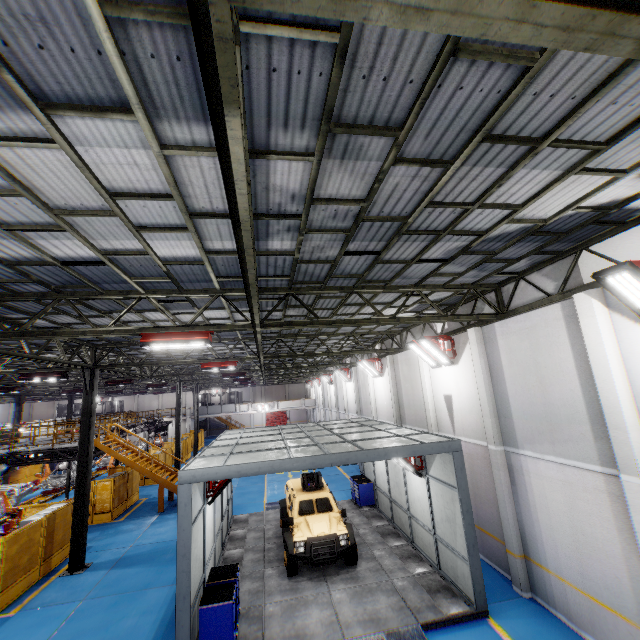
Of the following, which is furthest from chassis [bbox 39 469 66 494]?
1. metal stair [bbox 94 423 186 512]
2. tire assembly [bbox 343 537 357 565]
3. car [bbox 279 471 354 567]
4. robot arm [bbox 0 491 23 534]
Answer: tire assembly [bbox 343 537 357 565]

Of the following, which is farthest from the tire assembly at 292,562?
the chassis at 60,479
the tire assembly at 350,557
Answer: the chassis at 60,479

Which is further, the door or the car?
the door

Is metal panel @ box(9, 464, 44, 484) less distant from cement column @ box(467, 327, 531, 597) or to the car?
the car

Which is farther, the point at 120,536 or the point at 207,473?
the point at 120,536

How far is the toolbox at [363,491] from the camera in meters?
16.5

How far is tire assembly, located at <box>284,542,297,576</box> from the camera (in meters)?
10.60

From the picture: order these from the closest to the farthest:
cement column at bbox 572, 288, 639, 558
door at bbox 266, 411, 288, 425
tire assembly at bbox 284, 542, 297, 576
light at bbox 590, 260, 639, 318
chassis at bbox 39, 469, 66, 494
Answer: light at bbox 590, 260, 639, 318 → cement column at bbox 572, 288, 639, 558 → tire assembly at bbox 284, 542, 297, 576 → chassis at bbox 39, 469, 66, 494 → door at bbox 266, 411, 288, 425
